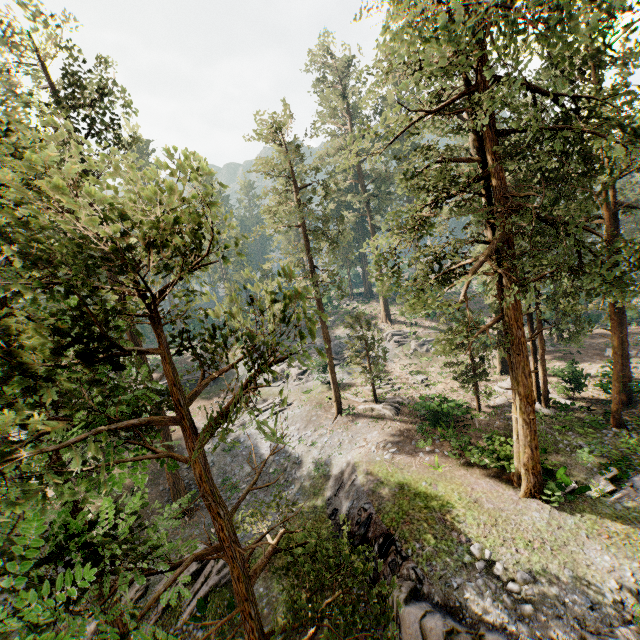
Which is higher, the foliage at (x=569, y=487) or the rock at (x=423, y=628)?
the foliage at (x=569, y=487)

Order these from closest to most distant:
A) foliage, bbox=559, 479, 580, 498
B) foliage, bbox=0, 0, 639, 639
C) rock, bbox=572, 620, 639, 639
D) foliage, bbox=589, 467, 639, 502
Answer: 1. foliage, bbox=0, 0, 639, 639
2. rock, bbox=572, 620, 639, 639
3. foliage, bbox=589, 467, 639, 502
4. foliage, bbox=559, 479, 580, 498

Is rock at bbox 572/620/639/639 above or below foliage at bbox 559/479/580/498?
below

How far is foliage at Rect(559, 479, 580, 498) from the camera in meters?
15.2

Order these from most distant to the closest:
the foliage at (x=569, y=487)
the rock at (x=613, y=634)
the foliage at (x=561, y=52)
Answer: the foliage at (x=569, y=487), the rock at (x=613, y=634), the foliage at (x=561, y=52)

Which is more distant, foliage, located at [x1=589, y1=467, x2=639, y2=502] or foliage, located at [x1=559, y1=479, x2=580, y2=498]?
foliage, located at [x1=559, y1=479, x2=580, y2=498]

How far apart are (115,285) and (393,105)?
50.5 meters
